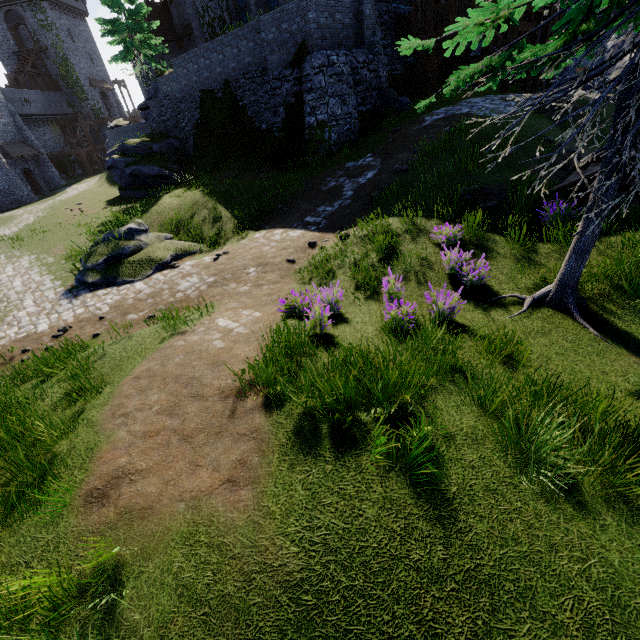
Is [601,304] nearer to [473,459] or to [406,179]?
[473,459]

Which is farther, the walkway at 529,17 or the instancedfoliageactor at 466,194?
the walkway at 529,17

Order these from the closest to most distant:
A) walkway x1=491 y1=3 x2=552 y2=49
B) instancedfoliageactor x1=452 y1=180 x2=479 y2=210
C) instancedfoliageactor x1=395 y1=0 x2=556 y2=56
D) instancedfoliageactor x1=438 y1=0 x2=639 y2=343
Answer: instancedfoliageactor x1=395 y1=0 x2=556 y2=56, instancedfoliageactor x1=438 y1=0 x2=639 y2=343, instancedfoliageactor x1=452 y1=180 x2=479 y2=210, walkway x1=491 y1=3 x2=552 y2=49

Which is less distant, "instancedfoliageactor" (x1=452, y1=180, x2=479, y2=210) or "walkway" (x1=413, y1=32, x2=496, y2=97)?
"instancedfoliageactor" (x1=452, y1=180, x2=479, y2=210)

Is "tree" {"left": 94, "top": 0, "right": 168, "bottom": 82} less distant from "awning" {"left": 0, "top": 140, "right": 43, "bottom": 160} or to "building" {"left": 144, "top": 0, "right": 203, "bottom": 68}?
"building" {"left": 144, "top": 0, "right": 203, "bottom": 68}

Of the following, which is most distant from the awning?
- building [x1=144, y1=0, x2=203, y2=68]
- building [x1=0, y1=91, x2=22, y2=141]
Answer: building [x1=144, y1=0, x2=203, y2=68]

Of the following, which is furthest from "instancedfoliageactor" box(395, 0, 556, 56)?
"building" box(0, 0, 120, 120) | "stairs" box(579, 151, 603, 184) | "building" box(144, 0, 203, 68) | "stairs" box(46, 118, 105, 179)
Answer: "building" box(0, 0, 120, 120)

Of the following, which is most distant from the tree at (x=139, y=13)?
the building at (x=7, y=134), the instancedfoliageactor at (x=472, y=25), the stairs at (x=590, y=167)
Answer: the stairs at (x=590, y=167)
